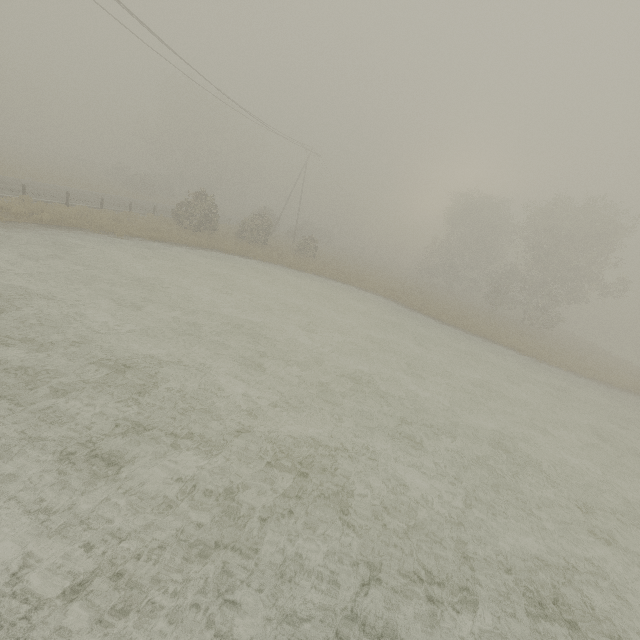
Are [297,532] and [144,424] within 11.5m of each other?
yes
